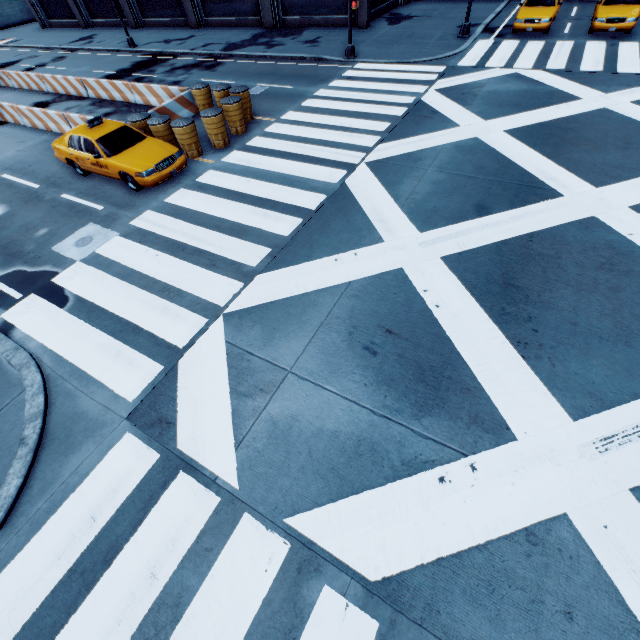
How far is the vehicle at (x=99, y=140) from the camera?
10.1m

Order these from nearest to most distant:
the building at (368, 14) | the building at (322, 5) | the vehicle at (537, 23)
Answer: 1. the vehicle at (537, 23)
2. the building at (368, 14)
3. the building at (322, 5)

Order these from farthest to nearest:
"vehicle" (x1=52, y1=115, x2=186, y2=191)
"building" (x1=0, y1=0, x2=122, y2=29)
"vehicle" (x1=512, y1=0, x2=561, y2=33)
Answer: "building" (x1=0, y1=0, x2=122, y2=29)
"vehicle" (x1=512, y1=0, x2=561, y2=33)
"vehicle" (x1=52, y1=115, x2=186, y2=191)

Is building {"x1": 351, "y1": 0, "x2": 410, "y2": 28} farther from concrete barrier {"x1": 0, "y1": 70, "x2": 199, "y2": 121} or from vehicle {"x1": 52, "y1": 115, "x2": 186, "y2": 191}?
vehicle {"x1": 52, "y1": 115, "x2": 186, "y2": 191}

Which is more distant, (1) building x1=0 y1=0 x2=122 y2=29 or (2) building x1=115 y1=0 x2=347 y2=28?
(1) building x1=0 y1=0 x2=122 y2=29

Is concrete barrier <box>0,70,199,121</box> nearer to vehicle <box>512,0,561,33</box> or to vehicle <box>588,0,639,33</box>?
vehicle <box>512,0,561,33</box>

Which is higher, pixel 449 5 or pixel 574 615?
pixel 449 5

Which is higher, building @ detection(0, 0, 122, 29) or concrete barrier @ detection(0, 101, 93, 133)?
building @ detection(0, 0, 122, 29)
